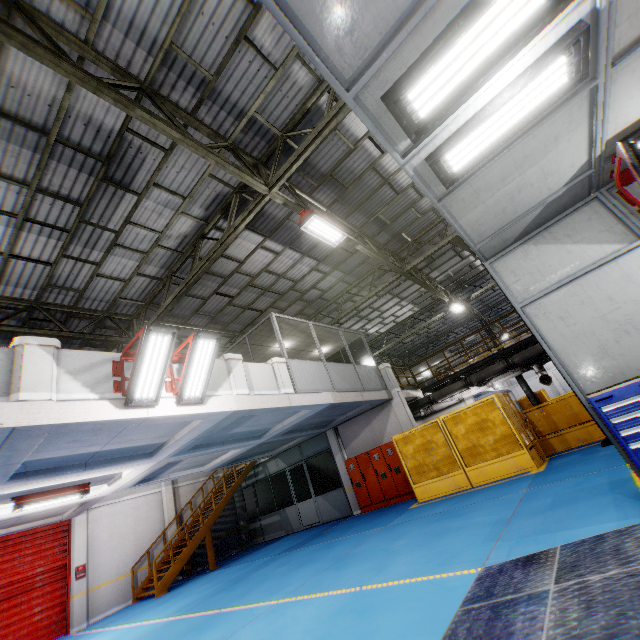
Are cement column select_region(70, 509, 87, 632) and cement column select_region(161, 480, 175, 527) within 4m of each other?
yes

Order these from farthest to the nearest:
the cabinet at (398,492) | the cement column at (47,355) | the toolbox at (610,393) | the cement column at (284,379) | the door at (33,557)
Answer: the cabinet at (398,492), the door at (33,557), the cement column at (284,379), the cement column at (47,355), the toolbox at (610,393)

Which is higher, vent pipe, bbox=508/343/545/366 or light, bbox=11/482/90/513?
light, bbox=11/482/90/513

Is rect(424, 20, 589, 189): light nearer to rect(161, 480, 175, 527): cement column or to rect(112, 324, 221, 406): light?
rect(112, 324, 221, 406): light

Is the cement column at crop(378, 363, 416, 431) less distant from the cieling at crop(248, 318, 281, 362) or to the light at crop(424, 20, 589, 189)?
the cieling at crop(248, 318, 281, 362)

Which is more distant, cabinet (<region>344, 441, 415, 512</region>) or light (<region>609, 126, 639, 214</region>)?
cabinet (<region>344, 441, 415, 512</region>)

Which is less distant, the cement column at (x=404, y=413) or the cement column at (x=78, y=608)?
the cement column at (x=78, y=608)

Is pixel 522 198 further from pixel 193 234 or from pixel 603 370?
pixel 193 234
